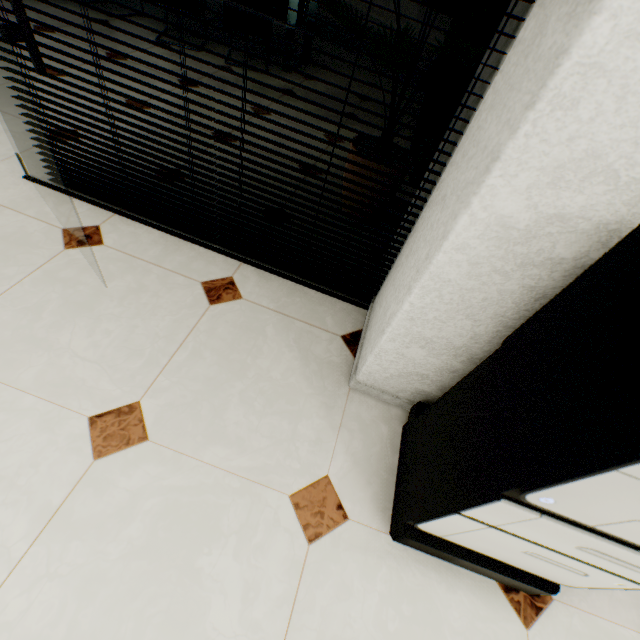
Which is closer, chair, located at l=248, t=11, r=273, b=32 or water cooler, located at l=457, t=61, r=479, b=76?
water cooler, located at l=457, t=61, r=479, b=76

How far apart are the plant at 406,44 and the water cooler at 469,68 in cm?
52

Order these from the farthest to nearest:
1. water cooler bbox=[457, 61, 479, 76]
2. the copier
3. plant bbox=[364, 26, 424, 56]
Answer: water cooler bbox=[457, 61, 479, 76], plant bbox=[364, 26, 424, 56], the copier

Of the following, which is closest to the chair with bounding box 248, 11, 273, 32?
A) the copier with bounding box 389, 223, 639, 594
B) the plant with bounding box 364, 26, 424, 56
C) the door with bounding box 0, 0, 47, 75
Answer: the plant with bounding box 364, 26, 424, 56

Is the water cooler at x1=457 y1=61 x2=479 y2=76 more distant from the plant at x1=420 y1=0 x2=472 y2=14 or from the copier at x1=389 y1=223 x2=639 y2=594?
the copier at x1=389 y1=223 x2=639 y2=594

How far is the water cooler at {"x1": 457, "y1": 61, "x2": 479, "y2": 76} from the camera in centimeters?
218cm

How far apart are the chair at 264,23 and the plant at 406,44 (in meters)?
2.11

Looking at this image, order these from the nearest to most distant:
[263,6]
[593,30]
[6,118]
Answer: [593,30] → [6,118] → [263,6]
